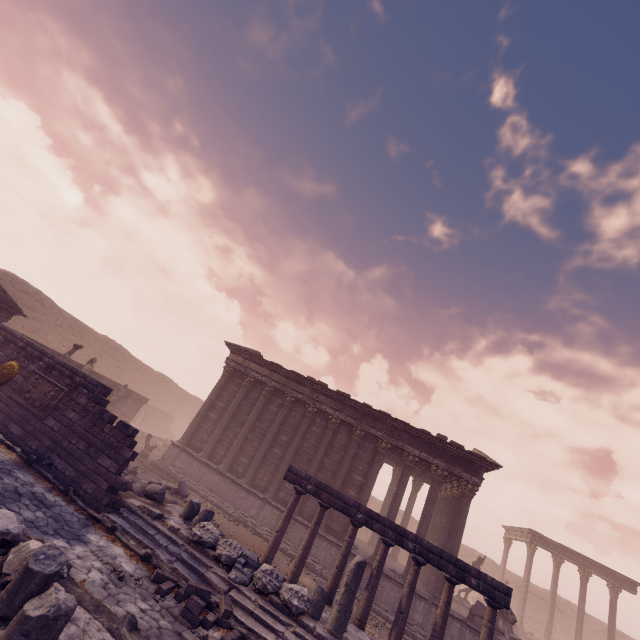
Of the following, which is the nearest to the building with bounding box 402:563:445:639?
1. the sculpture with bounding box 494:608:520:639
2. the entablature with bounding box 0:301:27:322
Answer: the sculpture with bounding box 494:608:520:639

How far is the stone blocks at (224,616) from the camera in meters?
6.5 m

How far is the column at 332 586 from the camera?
10.0 meters

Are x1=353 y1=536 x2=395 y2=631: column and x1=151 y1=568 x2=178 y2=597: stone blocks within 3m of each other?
no

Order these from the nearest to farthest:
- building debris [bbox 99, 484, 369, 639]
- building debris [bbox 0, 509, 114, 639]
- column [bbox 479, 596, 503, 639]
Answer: building debris [bbox 0, 509, 114, 639] → building debris [bbox 99, 484, 369, 639] → column [bbox 479, 596, 503, 639]

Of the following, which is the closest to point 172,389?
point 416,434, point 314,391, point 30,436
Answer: point 314,391

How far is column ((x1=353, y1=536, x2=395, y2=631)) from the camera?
9.5m

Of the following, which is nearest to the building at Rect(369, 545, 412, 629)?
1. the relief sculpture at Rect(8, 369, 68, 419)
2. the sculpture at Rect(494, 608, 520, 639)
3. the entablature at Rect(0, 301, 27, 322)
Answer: the sculpture at Rect(494, 608, 520, 639)
